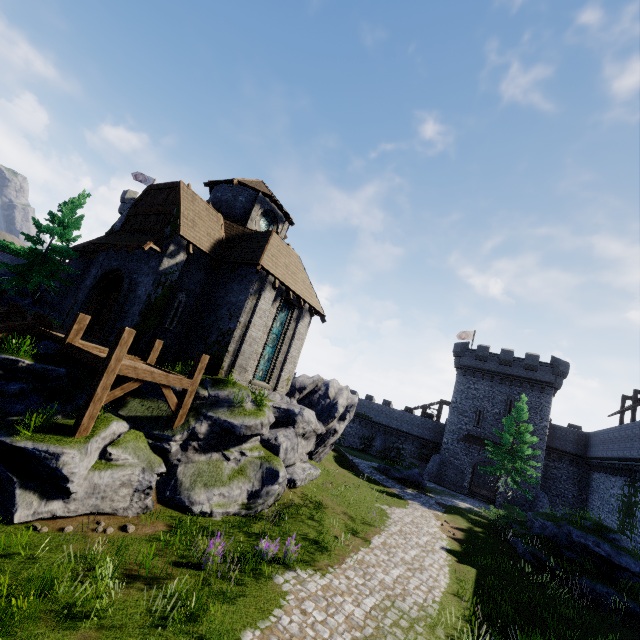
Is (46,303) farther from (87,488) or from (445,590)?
(445,590)

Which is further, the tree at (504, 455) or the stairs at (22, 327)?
the tree at (504, 455)

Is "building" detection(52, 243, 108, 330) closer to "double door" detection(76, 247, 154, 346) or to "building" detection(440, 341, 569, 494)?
"double door" detection(76, 247, 154, 346)

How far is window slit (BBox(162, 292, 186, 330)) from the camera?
15.5m

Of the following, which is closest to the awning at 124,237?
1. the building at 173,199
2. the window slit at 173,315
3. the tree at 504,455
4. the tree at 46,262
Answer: the building at 173,199

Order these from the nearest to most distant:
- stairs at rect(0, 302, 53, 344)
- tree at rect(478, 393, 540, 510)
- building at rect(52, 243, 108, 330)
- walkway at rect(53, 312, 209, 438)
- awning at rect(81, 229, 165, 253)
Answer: walkway at rect(53, 312, 209, 438) → stairs at rect(0, 302, 53, 344) → awning at rect(81, 229, 165, 253) → building at rect(52, 243, 108, 330) → tree at rect(478, 393, 540, 510)

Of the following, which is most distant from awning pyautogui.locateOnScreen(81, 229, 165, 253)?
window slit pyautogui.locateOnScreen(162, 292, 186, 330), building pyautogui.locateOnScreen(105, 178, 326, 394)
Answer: window slit pyautogui.locateOnScreen(162, 292, 186, 330)

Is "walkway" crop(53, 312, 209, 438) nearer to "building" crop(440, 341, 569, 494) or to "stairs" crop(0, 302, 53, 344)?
"stairs" crop(0, 302, 53, 344)
